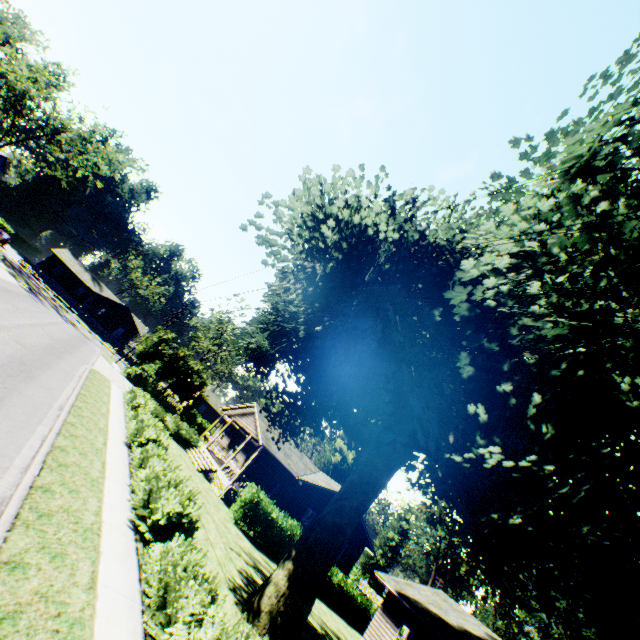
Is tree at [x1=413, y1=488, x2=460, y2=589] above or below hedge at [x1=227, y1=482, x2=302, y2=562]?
above

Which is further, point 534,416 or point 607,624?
point 534,416

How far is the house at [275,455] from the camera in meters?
24.5

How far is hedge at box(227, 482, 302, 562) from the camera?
20.2m

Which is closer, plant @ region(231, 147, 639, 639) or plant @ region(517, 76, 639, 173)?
plant @ region(517, 76, 639, 173)

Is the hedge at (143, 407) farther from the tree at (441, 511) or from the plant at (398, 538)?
the tree at (441, 511)

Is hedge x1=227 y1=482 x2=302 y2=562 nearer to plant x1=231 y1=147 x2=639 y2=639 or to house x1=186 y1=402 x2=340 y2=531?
plant x1=231 y1=147 x2=639 y2=639

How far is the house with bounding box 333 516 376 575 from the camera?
28.1m
